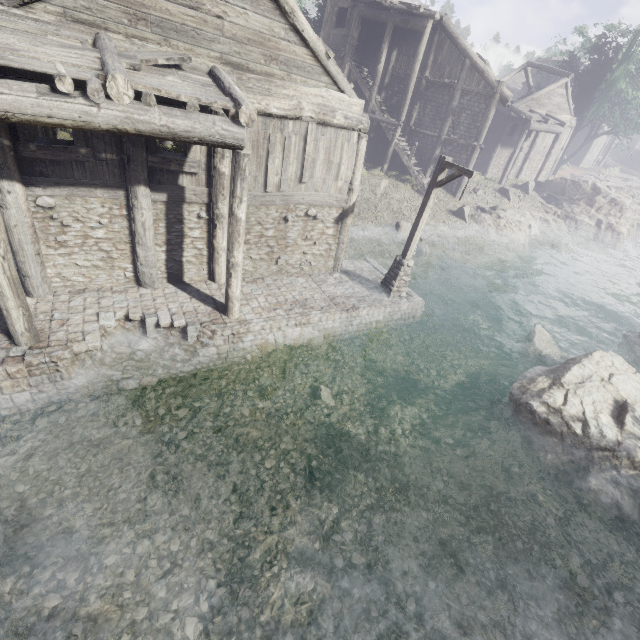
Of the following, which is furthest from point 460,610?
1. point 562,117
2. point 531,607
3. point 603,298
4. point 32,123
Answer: point 562,117

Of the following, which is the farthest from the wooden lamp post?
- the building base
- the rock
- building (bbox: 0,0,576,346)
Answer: the rock

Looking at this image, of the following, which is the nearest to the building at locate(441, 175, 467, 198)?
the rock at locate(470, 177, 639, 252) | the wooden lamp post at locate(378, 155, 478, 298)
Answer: the rock at locate(470, 177, 639, 252)

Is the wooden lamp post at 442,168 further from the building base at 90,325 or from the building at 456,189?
the building at 456,189

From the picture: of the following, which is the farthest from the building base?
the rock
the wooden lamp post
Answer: the rock

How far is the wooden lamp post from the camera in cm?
987

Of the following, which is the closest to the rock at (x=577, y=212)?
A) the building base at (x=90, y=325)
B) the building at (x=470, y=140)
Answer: the building at (x=470, y=140)
